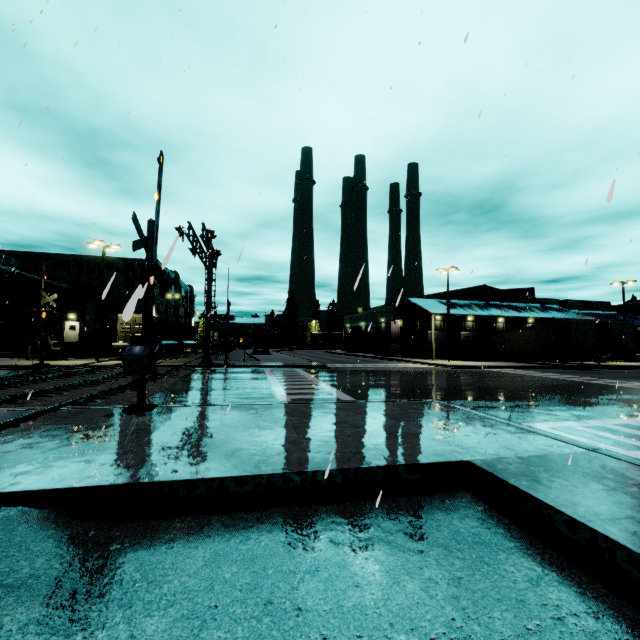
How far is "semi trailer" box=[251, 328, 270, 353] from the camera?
45.2 meters

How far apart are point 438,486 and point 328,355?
47.59m

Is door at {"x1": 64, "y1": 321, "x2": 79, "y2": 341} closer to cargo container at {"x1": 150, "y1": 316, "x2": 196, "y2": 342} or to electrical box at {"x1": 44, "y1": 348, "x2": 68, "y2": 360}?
cargo container at {"x1": 150, "y1": 316, "x2": 196, "y2": 342}

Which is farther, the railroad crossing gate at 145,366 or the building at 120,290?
the railroad crossing gate at 145,366

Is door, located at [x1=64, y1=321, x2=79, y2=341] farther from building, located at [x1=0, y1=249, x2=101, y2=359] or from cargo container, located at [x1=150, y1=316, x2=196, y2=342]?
cargo container, located at [x1=150, y1=316, x2=196, y2=342]

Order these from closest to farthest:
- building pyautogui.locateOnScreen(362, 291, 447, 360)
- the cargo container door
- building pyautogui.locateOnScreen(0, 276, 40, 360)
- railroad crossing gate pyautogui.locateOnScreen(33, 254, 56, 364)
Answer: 1. railroad crossing gate pyautogui.locateOnScreen(33, 254, 56, 364)
2. the cargo container door
3. building pyautogui.locateOnScreen(0, 276, 40, 360)
4. building pyautogui.locateOnScreen(362, 291, 447, 360)

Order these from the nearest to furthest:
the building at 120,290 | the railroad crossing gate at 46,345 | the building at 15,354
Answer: the building at 120,290, the railroad crossing gate at 46,345, the building at 15,354

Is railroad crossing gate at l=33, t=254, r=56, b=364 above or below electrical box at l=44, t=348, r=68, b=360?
above
